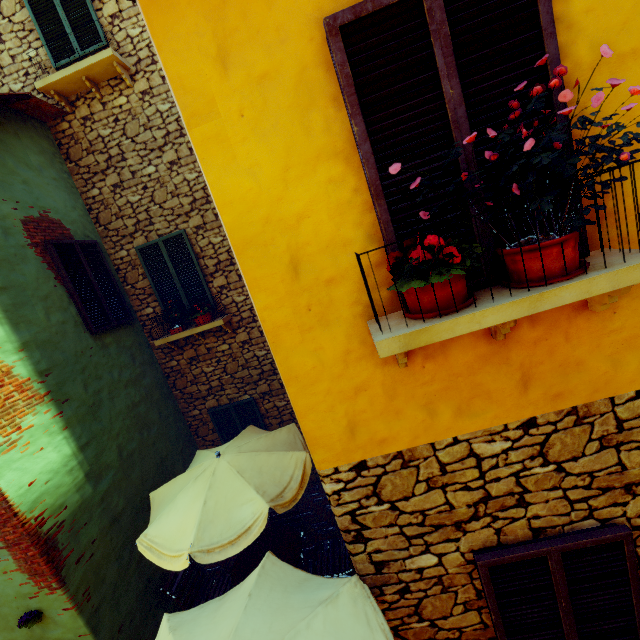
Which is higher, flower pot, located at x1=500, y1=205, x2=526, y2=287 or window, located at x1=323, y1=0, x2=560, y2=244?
window, located at x1=323, y1=0, x2=560, y2=244

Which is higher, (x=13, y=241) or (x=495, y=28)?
(x=13, y=241)

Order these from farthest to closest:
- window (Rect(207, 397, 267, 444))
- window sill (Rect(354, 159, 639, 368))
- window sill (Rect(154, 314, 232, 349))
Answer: window (Rect(207, 397, 267, 444)), window sill (Rect(154, 314, 232, 349)), window sill (Rect(354, 159, 639, 368))

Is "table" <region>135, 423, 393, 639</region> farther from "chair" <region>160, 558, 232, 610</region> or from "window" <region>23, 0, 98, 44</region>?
"window" <region>23, 0, 98, 44</region>

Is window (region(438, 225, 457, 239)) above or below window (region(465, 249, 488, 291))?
above

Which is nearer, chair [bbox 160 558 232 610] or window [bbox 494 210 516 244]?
window [bbox 494 210 516 244]

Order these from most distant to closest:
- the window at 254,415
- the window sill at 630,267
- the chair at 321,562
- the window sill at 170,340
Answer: the window at 254,415 < the window sill at 170,340 < the chair at 321,562 < the window sill at 630,267

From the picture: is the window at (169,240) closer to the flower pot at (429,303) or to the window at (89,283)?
the window at (89,283)
